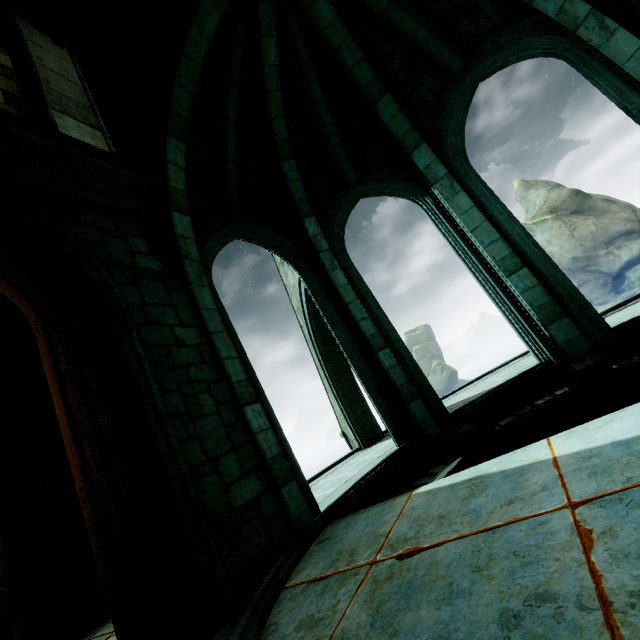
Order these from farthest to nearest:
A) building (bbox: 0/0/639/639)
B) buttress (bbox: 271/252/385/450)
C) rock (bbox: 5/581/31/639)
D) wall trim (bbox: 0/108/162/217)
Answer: buttress (bbox: 271/252/385/450), rock (bbox: 5/581/31/639), wall trim (bbox: 0/108/162/217), building (bbox: 0/0/639/639)

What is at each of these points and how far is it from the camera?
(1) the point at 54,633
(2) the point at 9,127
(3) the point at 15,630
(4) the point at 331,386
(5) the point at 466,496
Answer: (1) archway, 5.54m
(2) wall trim, 3.75m
(3) rock, 5.70m
(4) buttress, 9.64m
(5) building, 2.99m

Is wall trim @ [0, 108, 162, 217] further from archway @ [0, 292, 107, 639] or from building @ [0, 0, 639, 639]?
archway @ [0, 292, 107, 639]

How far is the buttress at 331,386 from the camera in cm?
894

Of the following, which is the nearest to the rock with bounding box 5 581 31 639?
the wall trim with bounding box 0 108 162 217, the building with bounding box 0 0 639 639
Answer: the building with bounding box 0 0 639 639

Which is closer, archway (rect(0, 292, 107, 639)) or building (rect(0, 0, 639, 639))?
building (rect(0, 0, 639, 639))

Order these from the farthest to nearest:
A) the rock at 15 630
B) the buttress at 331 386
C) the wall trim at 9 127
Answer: the buttress at 331 386
the rock at 15 630
the wall trim at 9 127

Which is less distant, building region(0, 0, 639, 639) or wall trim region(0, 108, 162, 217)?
building region(0, 0, 639, 639)
